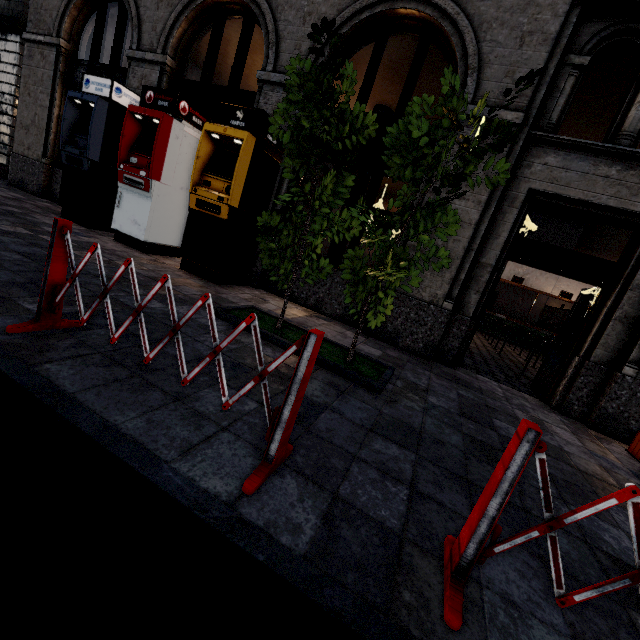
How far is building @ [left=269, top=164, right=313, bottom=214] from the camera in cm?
681

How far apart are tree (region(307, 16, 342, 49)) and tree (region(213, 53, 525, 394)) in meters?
1.5

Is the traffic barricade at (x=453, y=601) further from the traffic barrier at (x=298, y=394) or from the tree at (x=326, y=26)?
the tree at (x=326, y=26)

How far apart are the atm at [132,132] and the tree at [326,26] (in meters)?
4.57

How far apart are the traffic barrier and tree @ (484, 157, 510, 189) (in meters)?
2.75

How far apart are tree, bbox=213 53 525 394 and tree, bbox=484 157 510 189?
0.2 meters

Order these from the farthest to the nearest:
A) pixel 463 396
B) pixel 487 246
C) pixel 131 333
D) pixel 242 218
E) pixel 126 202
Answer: pixel 126 202 → pixel 242 218 → pixel 487 246 → pixel 463 396 → pixel 131 333

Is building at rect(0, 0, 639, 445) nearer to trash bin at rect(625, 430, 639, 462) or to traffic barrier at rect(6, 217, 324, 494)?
trash bin at rect(625, 430, 639, 462)
